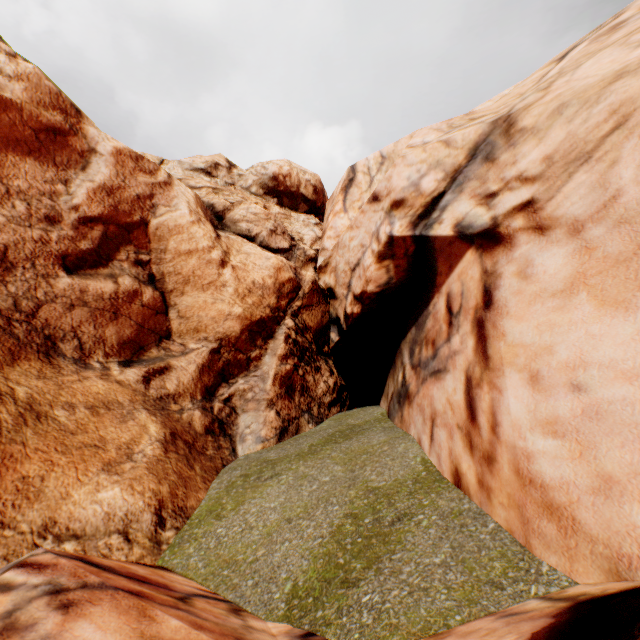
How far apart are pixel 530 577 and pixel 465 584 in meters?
0.6
